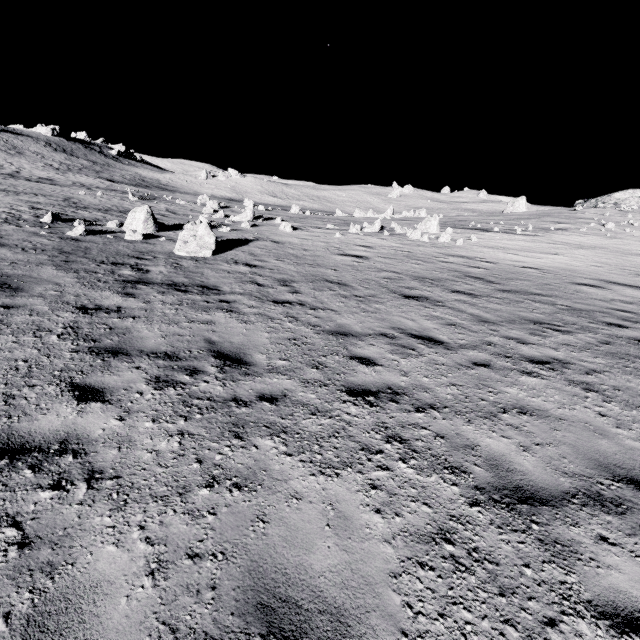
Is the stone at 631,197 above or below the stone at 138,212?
above

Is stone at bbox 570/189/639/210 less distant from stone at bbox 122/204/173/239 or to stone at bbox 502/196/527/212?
stone at bbox 502/196/527/212

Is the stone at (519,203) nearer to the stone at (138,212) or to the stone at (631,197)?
the stone at (631,197)

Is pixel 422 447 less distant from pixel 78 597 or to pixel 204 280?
pixel 78 597

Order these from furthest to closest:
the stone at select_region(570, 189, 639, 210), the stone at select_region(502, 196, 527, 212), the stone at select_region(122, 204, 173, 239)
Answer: the stone at select_region(502, 196, 527, 212) < the stone at select_region(570, 189, 639, 210) < the stone at select_region(122, 204, 173, 239)

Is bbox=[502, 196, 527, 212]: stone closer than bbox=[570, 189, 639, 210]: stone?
No
